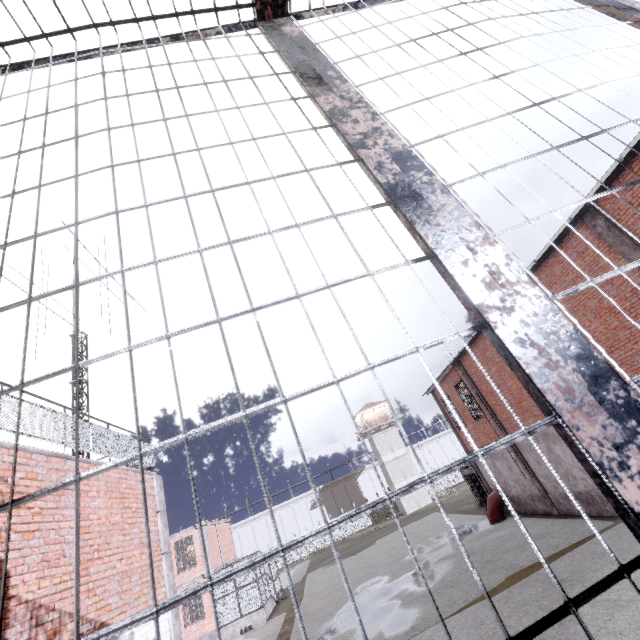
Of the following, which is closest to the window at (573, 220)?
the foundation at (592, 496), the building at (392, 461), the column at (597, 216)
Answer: the column at (597, 216)

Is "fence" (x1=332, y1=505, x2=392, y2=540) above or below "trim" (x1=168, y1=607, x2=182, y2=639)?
below

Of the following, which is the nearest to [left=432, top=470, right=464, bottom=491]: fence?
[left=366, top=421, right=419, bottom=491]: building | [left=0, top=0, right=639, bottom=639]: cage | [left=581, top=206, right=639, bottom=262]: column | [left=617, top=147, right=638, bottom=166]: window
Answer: [left=366, top=421, right=419, bottom=491]: building

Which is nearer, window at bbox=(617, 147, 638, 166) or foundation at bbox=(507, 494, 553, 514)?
window at bbox=(617, 147, 638, 166)

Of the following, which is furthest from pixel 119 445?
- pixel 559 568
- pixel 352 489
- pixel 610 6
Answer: pixel 352 489

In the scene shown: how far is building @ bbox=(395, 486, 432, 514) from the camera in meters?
44.2

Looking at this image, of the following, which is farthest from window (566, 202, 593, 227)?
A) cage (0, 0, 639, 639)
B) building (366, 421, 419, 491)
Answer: building (366, 421, 419, 491)

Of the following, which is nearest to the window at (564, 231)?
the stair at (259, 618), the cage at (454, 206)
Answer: the cage at (454, 206)
